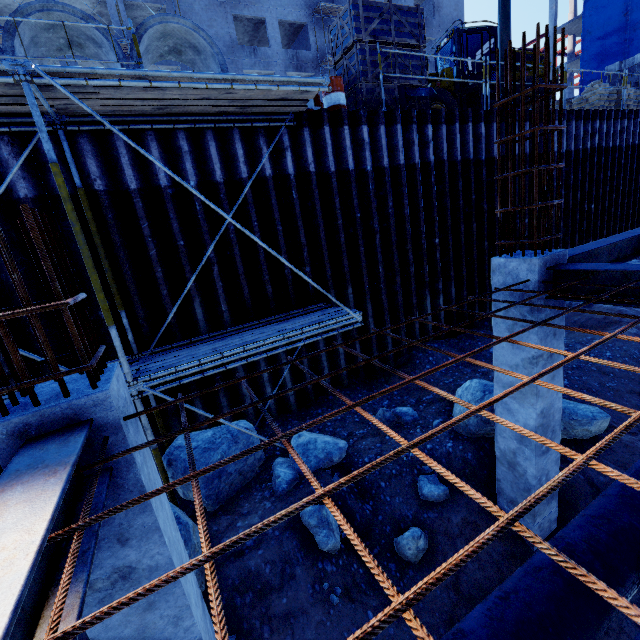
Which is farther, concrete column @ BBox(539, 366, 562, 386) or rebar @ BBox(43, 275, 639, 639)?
concrete column @ BBox(539, 366, 562, 386)

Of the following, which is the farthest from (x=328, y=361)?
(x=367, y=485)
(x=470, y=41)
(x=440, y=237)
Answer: (x=470, y=41)

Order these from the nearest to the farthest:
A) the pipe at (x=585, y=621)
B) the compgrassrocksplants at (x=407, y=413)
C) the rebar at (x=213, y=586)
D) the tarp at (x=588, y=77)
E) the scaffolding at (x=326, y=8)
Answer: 1. the rebar at (x=213, y=586)
2. the pipe at (x=585, y=621)
3. the compgrassrocksplants at (x=407, y=413)
4. the scaffolding at (x=326, y=8)
5. the tarp at (x=588, y=77)

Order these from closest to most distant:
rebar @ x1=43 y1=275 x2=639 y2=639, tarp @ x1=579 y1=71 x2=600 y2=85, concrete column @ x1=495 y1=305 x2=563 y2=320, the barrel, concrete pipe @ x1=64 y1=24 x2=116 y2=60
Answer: rebar @ x1=43 y1=275 x2=639 y2=639, concrete column @ x1=495 y1=305 x2=563 y2=320, concrete pipe @ x1=64 y1=24 x2=116 y2=60, the barrel, tarp @ x1=579 y1=71 x2=600 y2=85

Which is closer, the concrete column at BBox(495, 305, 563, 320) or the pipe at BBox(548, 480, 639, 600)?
the pipe at BBox(548, 480, 639, 600)

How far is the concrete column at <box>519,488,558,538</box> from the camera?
4.8 meters

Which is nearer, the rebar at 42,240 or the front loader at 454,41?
the rebar at 42,240

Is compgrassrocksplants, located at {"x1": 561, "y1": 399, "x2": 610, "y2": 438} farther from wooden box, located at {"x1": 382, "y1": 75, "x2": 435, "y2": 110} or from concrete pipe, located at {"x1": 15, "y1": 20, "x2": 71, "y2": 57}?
concrete pipe, located at {"x1": 15, "y1": 20, "x2": 71, "y2": 57}
